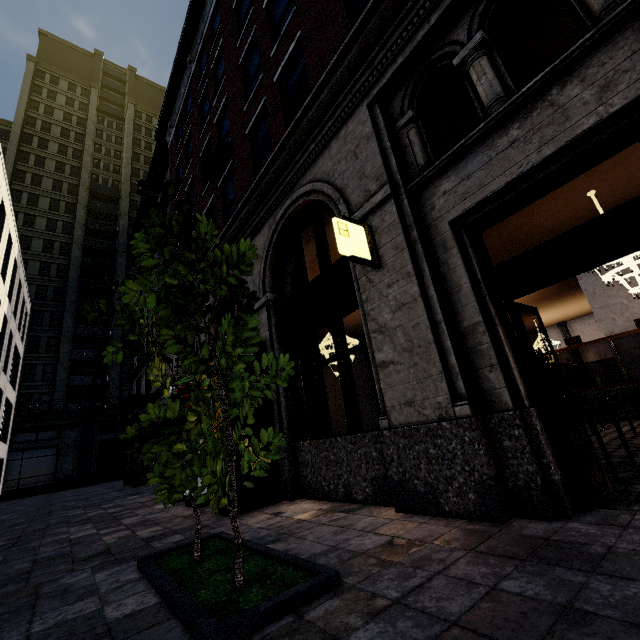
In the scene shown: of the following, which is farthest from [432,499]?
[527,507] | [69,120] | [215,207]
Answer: [69,120]

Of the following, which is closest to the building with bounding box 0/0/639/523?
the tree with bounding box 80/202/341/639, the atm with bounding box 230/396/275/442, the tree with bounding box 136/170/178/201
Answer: the atm with bounding box 230/396/275/442

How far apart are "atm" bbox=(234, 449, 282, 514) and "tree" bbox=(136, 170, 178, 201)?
4.02m

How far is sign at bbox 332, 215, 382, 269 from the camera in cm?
434

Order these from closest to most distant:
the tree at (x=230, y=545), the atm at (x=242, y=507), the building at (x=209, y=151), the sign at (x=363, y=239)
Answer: the tree at (x=230, y=545) < the building at (x=209, y=151) < the sign at (x=363, y=239) < the atm at (x=242, y=507)

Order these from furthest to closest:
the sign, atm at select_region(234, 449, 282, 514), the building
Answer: atm at select_region(234, 449, 282, 514), the sign, the building

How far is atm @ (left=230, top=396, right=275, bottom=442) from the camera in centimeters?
618cm

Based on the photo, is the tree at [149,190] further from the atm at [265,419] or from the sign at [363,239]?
the atm at [265,419]
